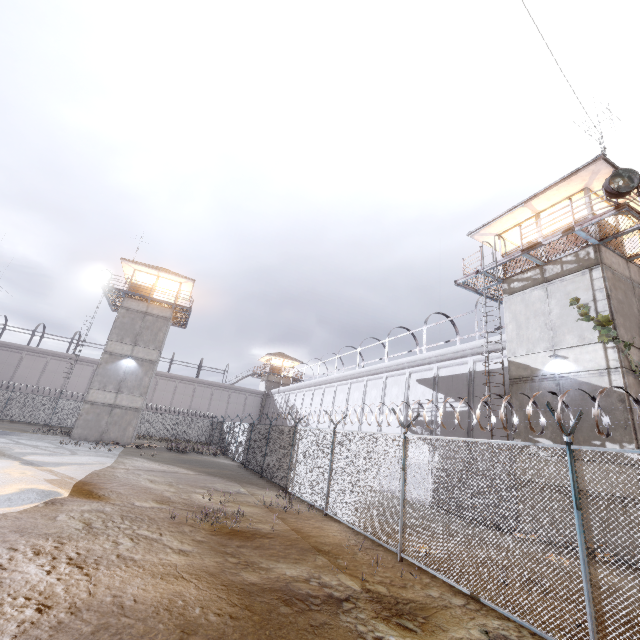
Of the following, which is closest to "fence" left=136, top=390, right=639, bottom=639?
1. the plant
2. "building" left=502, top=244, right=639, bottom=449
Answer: "building" left=502, top=244, right=639, bottom=449

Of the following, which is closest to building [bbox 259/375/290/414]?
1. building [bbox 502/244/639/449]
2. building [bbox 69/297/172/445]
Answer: building [bbox 69/297/172/445]

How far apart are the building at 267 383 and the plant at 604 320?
42.9m

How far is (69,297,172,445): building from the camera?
24.8 meters

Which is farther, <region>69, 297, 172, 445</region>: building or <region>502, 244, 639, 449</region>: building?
<region>69, 297, 172, 445</region>: building

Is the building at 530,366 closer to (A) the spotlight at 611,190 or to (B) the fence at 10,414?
(A) the spotlight at 611,190

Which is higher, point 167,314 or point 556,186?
point 556,186

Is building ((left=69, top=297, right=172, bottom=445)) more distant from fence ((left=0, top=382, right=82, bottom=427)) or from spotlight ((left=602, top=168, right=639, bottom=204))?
spotlight ((left=602, top=168, right=639, bottom=204))
